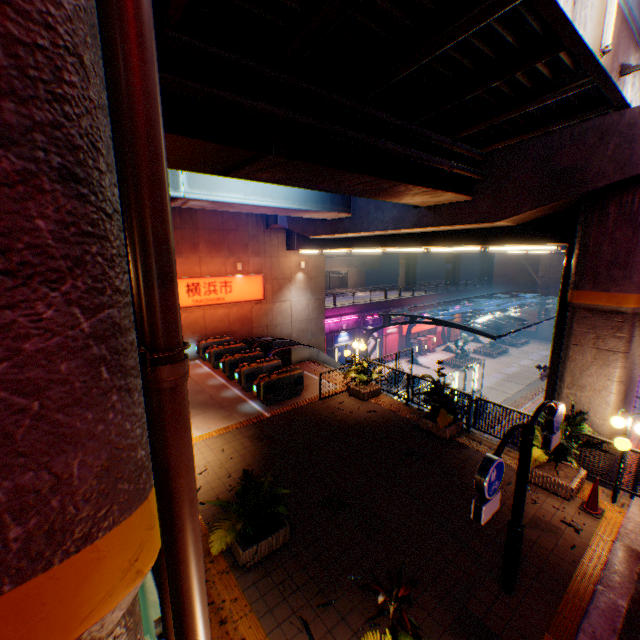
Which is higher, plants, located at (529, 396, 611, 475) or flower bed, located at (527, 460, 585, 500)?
plants, located at (529, 396, 611, 475)

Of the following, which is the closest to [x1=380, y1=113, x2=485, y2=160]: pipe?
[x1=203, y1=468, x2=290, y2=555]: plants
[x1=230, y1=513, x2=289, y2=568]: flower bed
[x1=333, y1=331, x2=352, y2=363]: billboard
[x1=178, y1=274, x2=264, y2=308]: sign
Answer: [x1=203, y1=468, x2=290, y2=555]: plants

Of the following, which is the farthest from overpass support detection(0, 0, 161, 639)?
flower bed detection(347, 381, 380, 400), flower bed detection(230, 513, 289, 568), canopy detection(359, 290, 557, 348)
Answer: flower bed detection(347, 381, 380, 400)

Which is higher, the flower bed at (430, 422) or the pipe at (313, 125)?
the pipe at (313, 125)

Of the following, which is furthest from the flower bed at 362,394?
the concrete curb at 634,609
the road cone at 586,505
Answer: the concrete curb at 634,609

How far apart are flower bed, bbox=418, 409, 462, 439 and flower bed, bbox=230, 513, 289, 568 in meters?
5.9 m

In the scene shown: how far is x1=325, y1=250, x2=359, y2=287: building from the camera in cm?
5566

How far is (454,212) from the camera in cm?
1055
